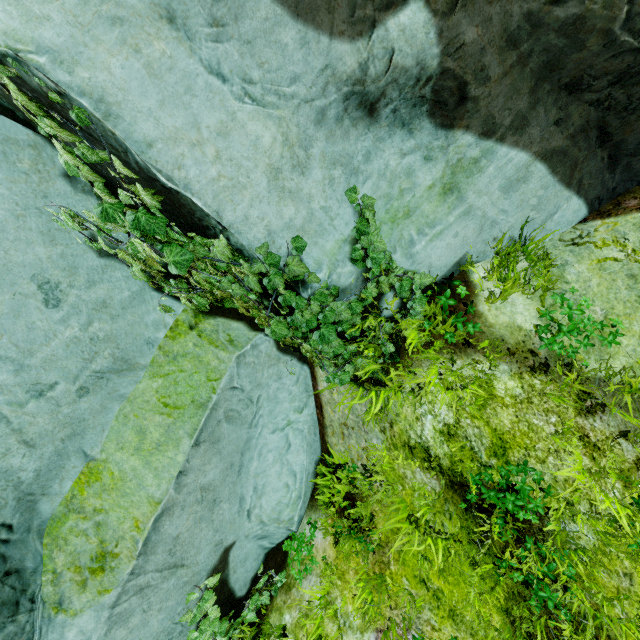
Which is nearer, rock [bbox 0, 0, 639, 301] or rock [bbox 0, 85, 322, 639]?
rock [bbox 0, 0, 639, 301]

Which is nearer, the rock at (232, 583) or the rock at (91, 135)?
the rock at (91, 135)

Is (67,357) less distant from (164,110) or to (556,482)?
(164,110)

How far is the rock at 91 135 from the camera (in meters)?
1.86

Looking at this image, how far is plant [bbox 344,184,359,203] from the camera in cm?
246

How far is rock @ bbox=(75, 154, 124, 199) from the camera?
2.44m

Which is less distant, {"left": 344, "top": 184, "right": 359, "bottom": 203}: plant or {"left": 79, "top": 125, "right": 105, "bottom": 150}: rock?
{"left": 79, "top": 125, "right": 105, "bottom": 150}: rock
